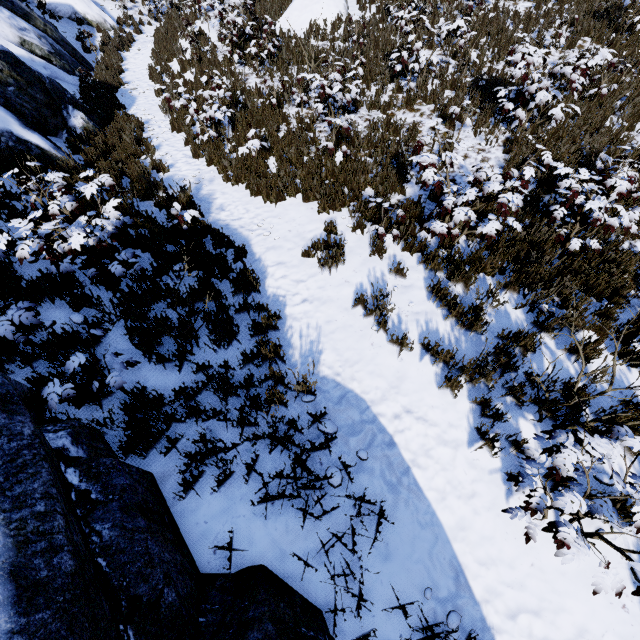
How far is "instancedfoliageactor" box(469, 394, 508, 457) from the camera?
3.6 meters

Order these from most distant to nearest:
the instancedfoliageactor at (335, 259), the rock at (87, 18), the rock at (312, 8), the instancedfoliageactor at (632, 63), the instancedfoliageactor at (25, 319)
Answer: the rock at (87, 18) < the rock at (312, 8) < the instancedfoliageactor at (632, 63) < the instancedfoliageactor at (335, 259) < the instancedfoliageactor at (25, 319)

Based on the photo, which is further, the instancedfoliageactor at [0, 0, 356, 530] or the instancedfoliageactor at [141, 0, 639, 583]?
the instancedfoliageactor at [0, 0, 356, 530]

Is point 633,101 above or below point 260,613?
above

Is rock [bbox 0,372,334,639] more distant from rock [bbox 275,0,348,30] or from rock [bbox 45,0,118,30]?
rock [bbox 275,0,348,30]

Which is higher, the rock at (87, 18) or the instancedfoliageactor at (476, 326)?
the instancedfoliageactor at (476, 326)

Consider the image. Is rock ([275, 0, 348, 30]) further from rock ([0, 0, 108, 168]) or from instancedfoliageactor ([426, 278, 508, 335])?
rock ([0, 0, 108, 168])
